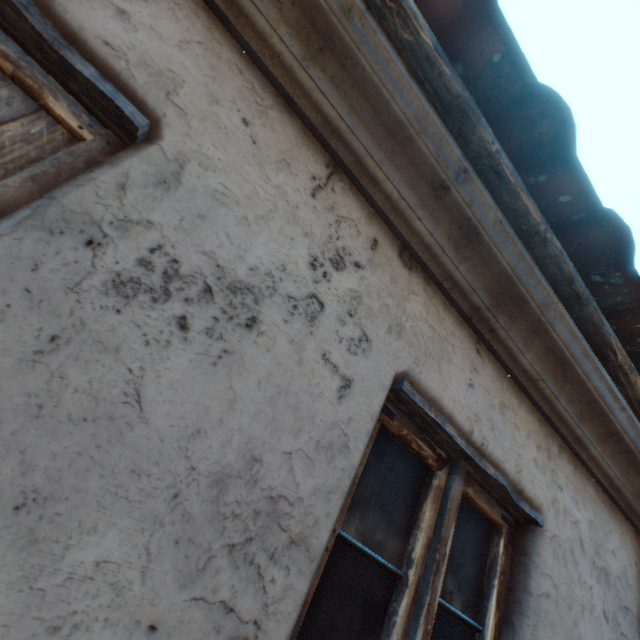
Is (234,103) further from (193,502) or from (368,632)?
(368,632)
